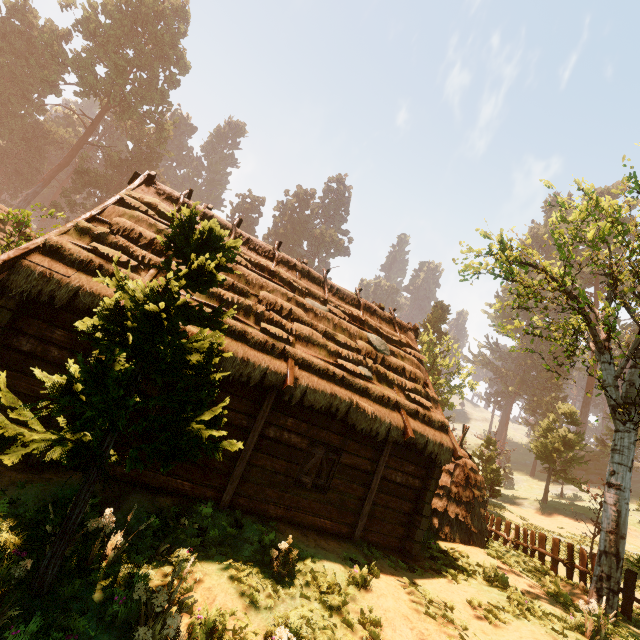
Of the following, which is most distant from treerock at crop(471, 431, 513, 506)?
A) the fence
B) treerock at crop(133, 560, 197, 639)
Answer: treerock at crop(133, 560, 197, 639)

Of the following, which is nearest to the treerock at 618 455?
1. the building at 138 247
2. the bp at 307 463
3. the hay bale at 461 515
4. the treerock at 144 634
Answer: the building at 138 247

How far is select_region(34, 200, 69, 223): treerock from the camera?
11.5 meters

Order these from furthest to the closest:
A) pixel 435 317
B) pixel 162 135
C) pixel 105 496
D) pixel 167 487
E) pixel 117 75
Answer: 1. pixel 162 135
2. pixel 435 317
3. pixel 117 75
4. pixel 167 487
5. pixel 105 496

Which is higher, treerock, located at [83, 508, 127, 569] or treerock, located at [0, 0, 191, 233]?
treerock, located at [0, 0, 191, 233]

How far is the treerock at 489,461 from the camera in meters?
25.5 m

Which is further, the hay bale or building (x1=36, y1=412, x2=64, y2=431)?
the hay bale

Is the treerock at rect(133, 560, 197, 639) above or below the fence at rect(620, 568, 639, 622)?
below
